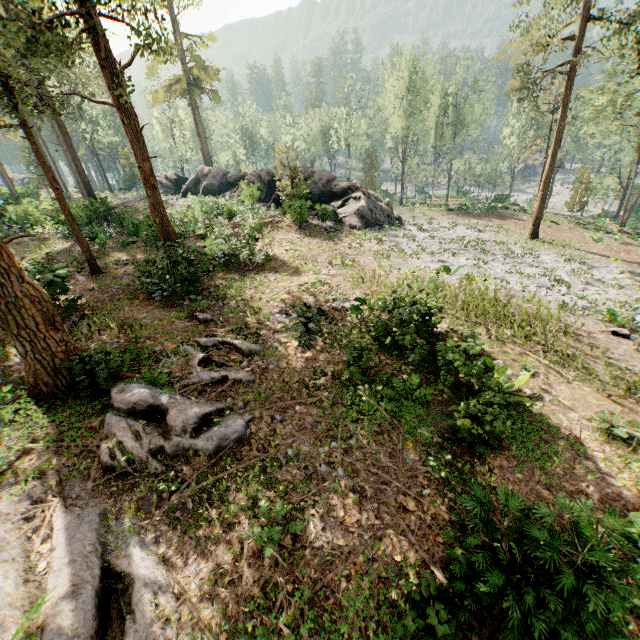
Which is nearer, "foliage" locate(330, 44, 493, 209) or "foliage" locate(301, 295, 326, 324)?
"foliage" locate(301, 295, 326, 324)

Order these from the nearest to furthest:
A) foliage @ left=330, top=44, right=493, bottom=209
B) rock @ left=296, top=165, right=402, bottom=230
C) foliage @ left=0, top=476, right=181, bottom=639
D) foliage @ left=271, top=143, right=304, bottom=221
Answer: foliage @ left=0, top=476, right=181, bottom=639
foliage @ left=271, top=143, right=304, bottom=221
rock @ left=296, top=165, right=402, bottom=230
foliage @ left=330, top=44, right=493, bottom=209

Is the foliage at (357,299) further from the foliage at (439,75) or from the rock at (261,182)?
the rock at (261,182)

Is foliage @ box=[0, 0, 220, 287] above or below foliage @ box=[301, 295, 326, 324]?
above

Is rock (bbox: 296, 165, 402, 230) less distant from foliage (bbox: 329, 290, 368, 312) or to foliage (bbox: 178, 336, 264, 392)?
foliage (bbox: 178, 336, 264, 392)

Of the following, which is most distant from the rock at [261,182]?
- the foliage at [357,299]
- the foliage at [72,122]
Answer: the foliage at [357,299]

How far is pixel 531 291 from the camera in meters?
17.3
